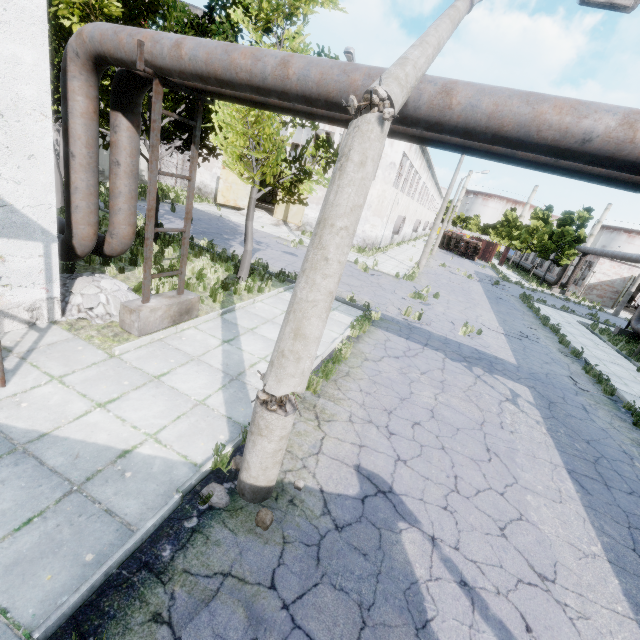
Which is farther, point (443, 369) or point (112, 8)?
point (443, 369)

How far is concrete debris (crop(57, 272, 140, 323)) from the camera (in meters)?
6.90

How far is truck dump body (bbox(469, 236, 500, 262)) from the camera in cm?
5000

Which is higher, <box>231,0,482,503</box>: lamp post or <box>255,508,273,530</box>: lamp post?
<box>231,0,482,503</box>: lamp post

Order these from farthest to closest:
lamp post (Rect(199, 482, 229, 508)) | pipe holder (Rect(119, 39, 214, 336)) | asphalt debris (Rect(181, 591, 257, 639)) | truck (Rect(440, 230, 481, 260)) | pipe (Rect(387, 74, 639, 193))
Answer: truck (Rect(440, 230, 481, 260)), pipe holder (Rect(119, 39, 214, 336)), lamp post (Rect(199, 482, 229, 508)), pipe (Rect(387, 74, 639, 193)), asphalt debris (Rect(181, 591, 257, 639))

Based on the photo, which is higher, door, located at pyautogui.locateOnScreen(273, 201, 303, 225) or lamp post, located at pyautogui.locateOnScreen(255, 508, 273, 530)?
door, located at pyautogui.locateOnScreen(273, 201, 303, 225)

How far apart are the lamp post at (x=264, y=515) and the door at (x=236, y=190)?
28.2m

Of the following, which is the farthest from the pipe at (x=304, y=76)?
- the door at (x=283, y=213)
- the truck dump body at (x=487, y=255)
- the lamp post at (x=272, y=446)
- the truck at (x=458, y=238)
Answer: the truck dump body at (x=487, y=255)
